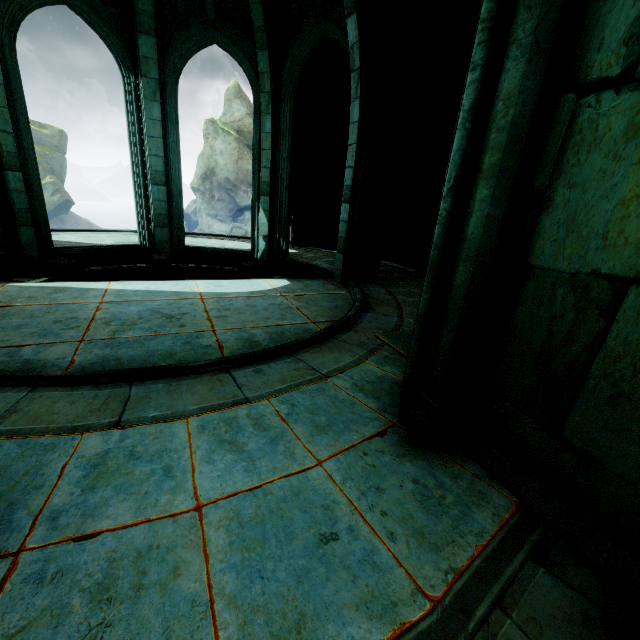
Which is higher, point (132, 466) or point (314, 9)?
point (314, 9)

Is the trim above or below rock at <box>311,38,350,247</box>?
below

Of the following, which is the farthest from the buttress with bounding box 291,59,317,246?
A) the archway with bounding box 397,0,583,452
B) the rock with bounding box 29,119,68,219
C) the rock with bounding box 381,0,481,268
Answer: the rock with bounding box 29,119,68,219

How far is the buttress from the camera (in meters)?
10.29

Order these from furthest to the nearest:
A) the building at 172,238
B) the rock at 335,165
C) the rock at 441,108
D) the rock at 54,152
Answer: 1. the rock at 54,152
2. the rock at 335,165
3. the rock at 441,108
4. the building at 172,238

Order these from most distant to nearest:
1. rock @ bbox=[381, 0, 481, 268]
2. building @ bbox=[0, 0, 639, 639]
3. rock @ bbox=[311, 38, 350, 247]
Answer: rock @ bbox=[311, 38, 350, 247] → rock @ bbox=[381, 0, 481, 268] → building @ bbox=[0, 0, 639, 639]

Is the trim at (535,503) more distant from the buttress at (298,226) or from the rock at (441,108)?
the buttress at (298,226)

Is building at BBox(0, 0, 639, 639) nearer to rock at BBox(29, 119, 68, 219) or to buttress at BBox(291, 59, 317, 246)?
buttress at BBox(291, 59, 317, 246)
